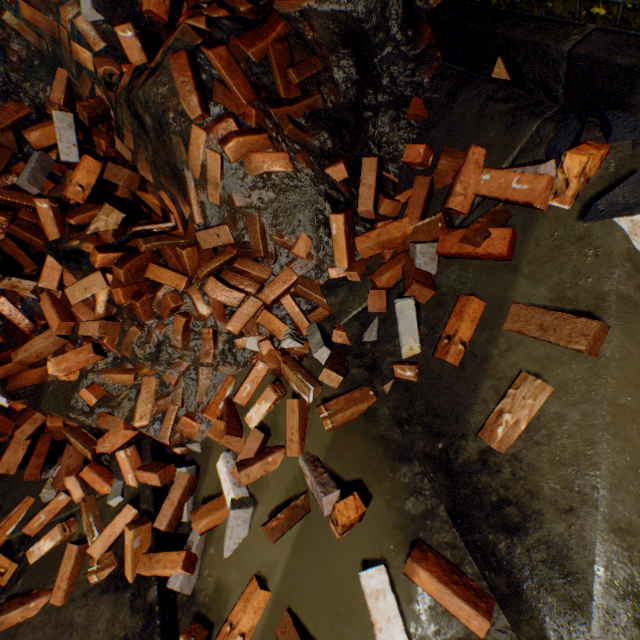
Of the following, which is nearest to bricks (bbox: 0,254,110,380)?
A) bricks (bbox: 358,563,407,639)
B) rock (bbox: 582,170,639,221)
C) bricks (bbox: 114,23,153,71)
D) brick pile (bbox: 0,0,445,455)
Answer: brick pile (bbox: 0,0,445,455)

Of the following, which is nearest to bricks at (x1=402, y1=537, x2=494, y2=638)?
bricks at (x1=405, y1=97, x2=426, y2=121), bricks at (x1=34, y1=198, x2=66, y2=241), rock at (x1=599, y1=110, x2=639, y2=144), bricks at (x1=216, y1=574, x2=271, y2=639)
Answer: bricks at (x1=216, y1=574, x2=271, y2=639)

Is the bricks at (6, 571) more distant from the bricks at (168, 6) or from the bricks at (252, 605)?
the bricks at (168, 6)

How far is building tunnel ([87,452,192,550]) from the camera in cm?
199

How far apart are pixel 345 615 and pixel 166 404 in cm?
161

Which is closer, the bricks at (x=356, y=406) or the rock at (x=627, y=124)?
the rock at (x=627, y=124)

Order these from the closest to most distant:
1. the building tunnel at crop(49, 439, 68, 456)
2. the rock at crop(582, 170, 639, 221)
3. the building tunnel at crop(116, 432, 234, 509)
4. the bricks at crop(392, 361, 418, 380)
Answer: the rock at crop(582, 170, 639, 221) < the bricks at crop(392, 361, 418, 380) < the building tunnel at crop(116, 432, 234, 509) < the building tunnel at crop(49, 439, 68, 456)

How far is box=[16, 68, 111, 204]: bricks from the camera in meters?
2.2 m
